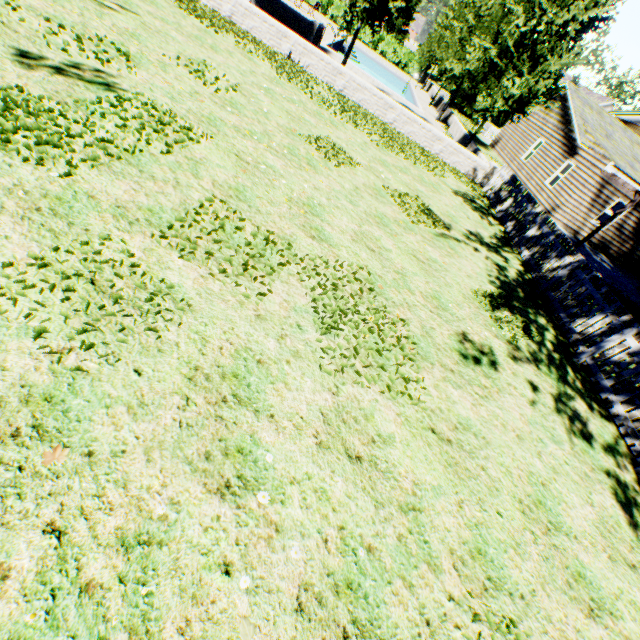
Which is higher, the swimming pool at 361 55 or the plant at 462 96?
the plant at 462 96

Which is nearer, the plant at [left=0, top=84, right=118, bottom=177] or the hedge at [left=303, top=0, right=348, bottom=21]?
the plant at [left=0, top=84, right=118, bottom=177]

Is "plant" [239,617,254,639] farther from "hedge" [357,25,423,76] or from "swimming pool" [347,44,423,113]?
"swimming pool" [347,44,423,113]

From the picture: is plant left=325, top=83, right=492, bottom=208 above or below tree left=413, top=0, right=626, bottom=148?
below

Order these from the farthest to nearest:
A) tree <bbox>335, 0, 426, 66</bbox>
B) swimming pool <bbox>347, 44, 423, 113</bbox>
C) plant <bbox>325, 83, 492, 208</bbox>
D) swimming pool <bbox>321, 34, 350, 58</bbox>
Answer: swimming pool <bbox>347, 44, 423, 113</bbox> → swimming pool <bbox>321, 34, 350, 58</bbox> → tree <bbox>335, 0, 426, 66</bbox> → plant <bbox>325, 83, 492, 208</bbox>

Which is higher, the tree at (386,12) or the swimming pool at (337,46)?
the tree at (386,12)

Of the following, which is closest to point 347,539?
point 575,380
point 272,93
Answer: point 575,380

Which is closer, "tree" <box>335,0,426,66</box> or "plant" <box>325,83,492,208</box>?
A: "plant" <box>325,83,492,208</box>
